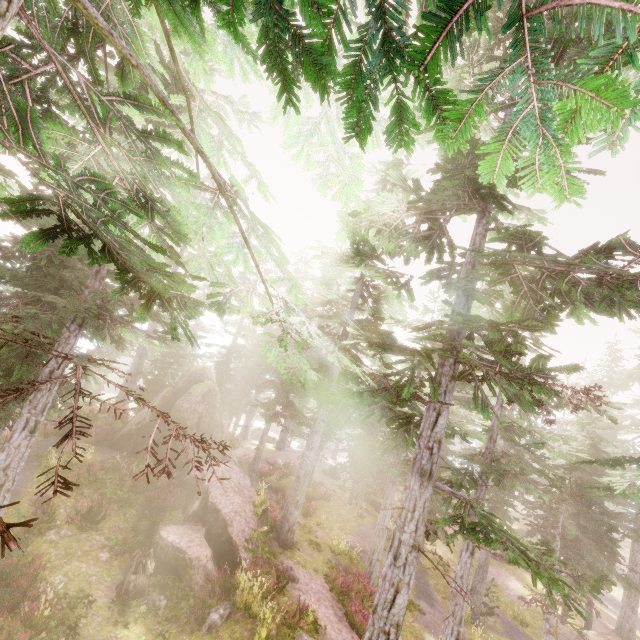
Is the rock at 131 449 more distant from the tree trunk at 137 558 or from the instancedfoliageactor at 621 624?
the tree trunk at 137 558

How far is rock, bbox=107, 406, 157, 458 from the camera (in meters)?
18.50

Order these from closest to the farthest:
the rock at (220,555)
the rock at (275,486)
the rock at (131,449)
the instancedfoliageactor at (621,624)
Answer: the instancedfoliageactor at (621,624)
the rock at (220,555)
the rock at (131,449)
the rock at (275,486)

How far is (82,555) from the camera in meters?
12.2 m

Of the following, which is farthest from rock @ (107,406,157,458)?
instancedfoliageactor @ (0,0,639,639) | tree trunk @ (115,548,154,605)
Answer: tree trunk @ (115,548,154,605)

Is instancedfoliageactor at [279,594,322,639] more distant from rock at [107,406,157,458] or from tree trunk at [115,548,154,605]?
tree trunk at [115,548,154,605]

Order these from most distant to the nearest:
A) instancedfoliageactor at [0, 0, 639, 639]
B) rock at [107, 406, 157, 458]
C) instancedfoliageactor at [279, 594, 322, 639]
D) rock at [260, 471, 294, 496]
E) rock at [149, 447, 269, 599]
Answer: rock at [260, 471, 294, 496]
rock at [107, 406, 157, 458]
rock at [149, 447, 269, 599]
instancedfoliageactor at [279, 594, 322, 639]
instancedfoliageactor at [0, 0, 639, 639]
